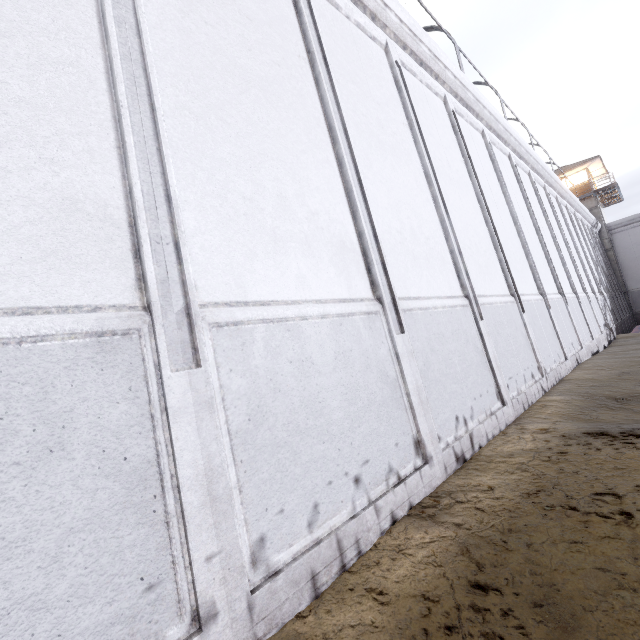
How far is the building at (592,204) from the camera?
27.69m

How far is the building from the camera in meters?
27.7 m

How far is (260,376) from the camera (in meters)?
2.47
